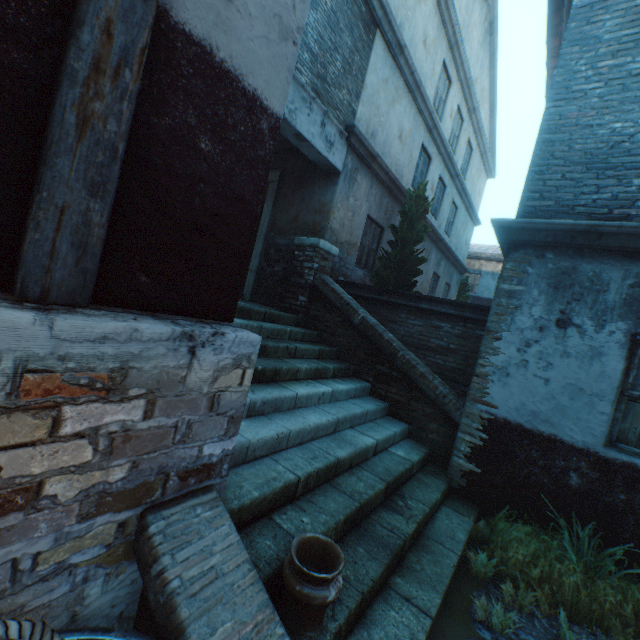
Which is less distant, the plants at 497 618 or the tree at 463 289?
the plants at 497 618

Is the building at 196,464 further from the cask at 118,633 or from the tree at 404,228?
the tree at 404,228

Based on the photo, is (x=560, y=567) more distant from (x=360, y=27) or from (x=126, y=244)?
(x=360, y=27)

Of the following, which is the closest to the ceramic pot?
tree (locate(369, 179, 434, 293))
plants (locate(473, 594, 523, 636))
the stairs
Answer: the stairs

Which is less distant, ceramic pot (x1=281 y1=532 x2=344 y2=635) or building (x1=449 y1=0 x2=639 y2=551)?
ceramic pot (x1=281 y1=532 x2=344 y2=635)

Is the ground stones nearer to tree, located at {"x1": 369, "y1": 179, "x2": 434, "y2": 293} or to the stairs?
the stairs

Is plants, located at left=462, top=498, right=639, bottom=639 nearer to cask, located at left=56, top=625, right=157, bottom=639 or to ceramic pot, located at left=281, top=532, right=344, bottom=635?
ceramic pot, located at left=281, top=532, right=344, bottom=635

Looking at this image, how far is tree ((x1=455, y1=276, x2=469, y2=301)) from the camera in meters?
17.0 m
